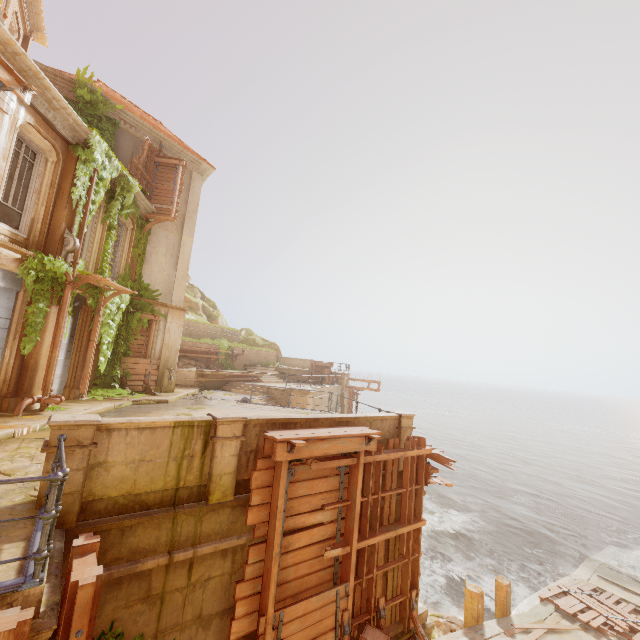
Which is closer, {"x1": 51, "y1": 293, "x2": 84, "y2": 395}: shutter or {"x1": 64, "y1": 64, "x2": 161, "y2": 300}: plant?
{"x1": 64, "y1": 64, "x2": 161, "y2": 300}: plant

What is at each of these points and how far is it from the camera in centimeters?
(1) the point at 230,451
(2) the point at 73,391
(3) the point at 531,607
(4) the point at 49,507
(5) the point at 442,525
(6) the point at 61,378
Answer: (1) column, 600cm
(2) column, 1197cm
(3) walkway, 1256cm
(4) fence, 312cm
(5) rock, 2078cm
(6) shutter, 1159cm

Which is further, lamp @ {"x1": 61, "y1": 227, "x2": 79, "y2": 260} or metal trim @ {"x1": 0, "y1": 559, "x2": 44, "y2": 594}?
lamp @ {"x1": 61, "y1": 227, "x2": 79, "y2": 260}

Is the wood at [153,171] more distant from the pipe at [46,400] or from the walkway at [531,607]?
the walkway at [531,607]

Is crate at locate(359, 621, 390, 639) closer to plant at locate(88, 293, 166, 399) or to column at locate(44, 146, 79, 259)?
plant at locate(88, 293, 166, 399)

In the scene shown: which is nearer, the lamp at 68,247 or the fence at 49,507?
the fence at 49,507

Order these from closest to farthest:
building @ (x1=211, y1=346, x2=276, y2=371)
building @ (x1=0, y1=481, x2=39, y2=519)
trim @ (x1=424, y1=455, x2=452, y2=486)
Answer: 1. building @ (x1=0, y1=481, x2=39, y2=519)
2. trim @ (x1=424, y1=455, x2=452, y2=486)
3. building @ (x1=211, y1=346, x2=276, y2=371)

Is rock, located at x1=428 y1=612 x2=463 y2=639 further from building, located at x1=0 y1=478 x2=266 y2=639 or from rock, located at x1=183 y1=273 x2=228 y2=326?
rock, located at x1=183 y1=273 x2=228 y2=326
